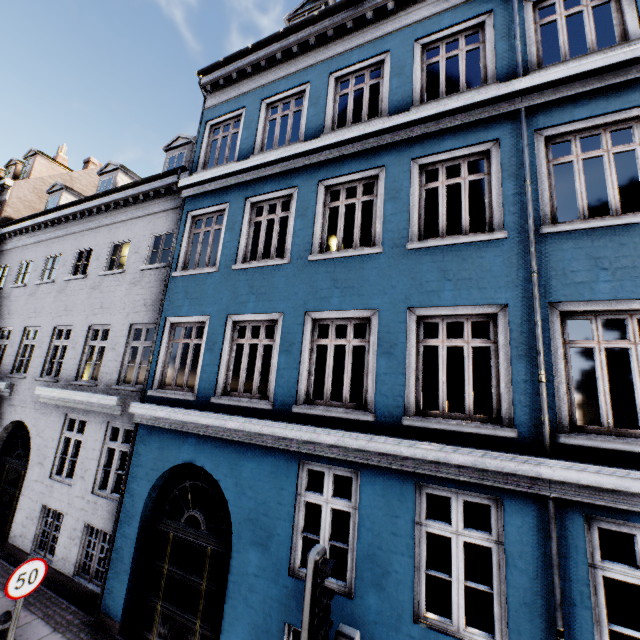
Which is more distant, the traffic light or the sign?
the sign

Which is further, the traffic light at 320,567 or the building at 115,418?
the building at 115,418

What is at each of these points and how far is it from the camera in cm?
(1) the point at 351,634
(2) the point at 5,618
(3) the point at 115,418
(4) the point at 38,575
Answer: (1) pedestrian light, 298
(2) bollard, 511
(3) building, 841
(4) sign, 532

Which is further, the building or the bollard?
the bollard

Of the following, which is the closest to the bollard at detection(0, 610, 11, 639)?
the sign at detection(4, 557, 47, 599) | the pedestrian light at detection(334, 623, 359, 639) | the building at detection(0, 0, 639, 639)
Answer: the sign at detection(4, 557, 47, 599)

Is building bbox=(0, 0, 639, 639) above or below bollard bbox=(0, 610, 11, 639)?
above

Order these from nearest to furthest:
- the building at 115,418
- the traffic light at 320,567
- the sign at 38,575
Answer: the traffic light at 320,567 < the building at 115,418 < the sign at 38,575

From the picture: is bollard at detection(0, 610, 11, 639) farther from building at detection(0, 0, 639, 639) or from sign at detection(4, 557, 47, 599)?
building at detection(0, 0, 639, 639)
